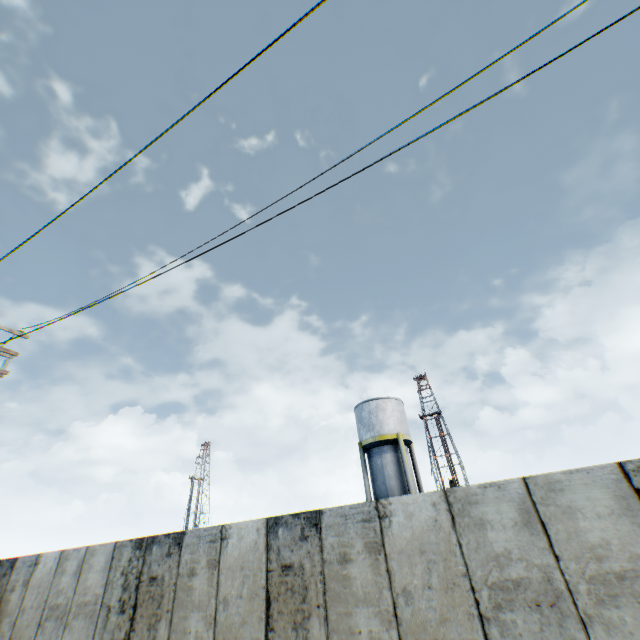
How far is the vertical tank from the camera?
22.39m

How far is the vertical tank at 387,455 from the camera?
22.4m

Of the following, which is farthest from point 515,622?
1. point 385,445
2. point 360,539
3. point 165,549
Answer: point 385,445
